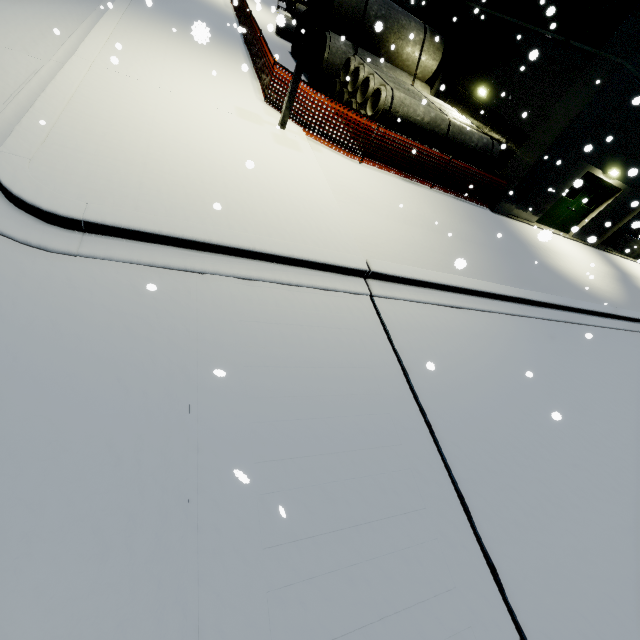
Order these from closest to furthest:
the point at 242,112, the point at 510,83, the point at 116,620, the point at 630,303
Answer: the point at 116,620, the point at 242,112, the point at 510,83, the point at 630,303

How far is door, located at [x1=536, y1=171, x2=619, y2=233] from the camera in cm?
1322

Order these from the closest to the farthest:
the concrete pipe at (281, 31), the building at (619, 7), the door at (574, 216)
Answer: the concrete pipe at (281, 31)
the building at (619, 7)
the door at (574, 216)

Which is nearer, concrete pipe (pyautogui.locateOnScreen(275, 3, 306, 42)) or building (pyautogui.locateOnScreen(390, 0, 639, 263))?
concrete pipe (pyautogui.locateOnScreen(275, 3, 306, 42))

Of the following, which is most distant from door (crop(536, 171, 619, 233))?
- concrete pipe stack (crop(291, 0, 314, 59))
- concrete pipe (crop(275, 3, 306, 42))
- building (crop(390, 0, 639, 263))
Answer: concrete pipe (crop(275, 3, 306, 42))

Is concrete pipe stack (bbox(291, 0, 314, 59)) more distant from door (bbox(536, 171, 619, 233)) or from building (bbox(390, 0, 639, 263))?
door (bbox(536, 171, 619, 233))

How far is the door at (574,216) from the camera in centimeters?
1322cm

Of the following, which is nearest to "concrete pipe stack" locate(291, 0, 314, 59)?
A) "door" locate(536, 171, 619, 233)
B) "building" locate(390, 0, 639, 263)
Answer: "building" locate(390, 0, 639, 263)
